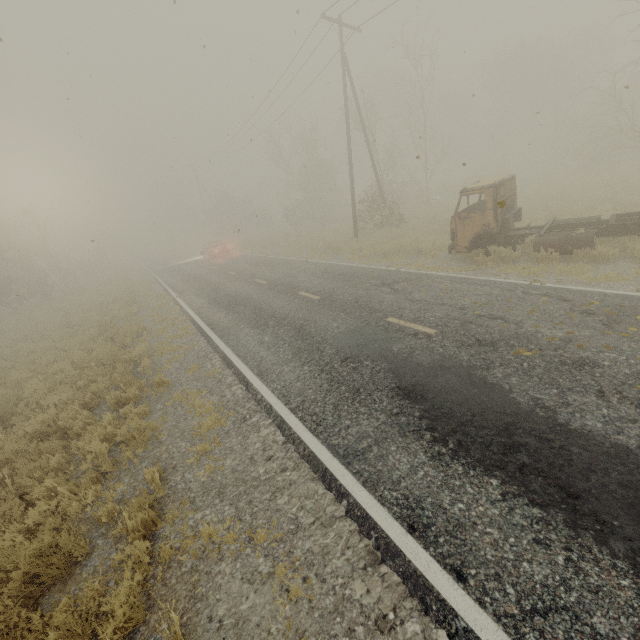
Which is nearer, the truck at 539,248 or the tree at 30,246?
the truck at 539,248

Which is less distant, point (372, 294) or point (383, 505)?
point (383, 505)

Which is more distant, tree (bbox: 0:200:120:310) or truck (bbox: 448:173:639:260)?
tree (bbox: 0:200:120:310)
